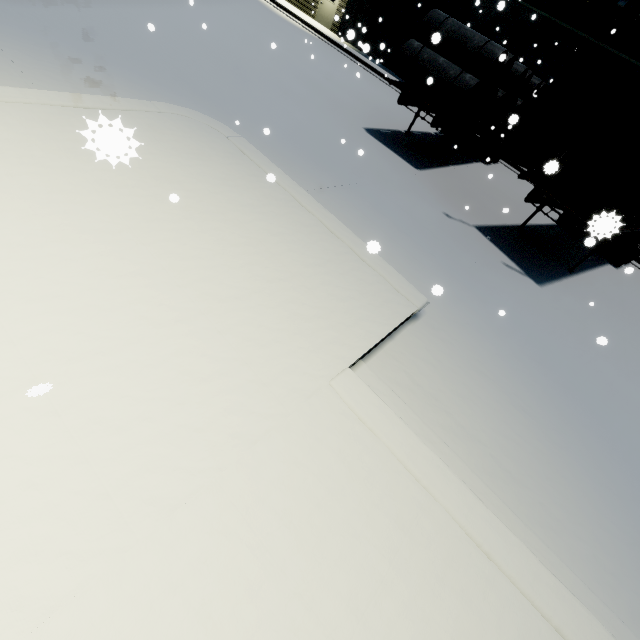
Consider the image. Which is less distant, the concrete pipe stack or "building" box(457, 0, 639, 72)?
the concrete pipe stack

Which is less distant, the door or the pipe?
the pipe

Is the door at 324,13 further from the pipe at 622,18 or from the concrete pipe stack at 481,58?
the concrete pipe stack at 481,58

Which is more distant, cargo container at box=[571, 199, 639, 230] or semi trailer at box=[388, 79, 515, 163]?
semi trailer at box=[388, 79, 515, 163]

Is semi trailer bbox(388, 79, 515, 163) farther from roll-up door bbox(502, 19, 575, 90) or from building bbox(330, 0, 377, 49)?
roll-up door bbox(502, 19, 575, 90)

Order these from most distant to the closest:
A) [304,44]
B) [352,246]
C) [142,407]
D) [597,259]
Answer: [304,44]
[597,259]
[352,246]
[142,407]

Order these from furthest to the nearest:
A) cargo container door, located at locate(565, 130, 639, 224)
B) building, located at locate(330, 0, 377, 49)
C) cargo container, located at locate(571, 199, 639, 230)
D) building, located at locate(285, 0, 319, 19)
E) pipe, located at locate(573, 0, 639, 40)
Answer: building, located at locate(285, 0, 319, 19)
building, located at locate(330, 0, 377, 49)
pipe, located at locate(573, 0, 639, 40)
cargo container door, located at locate(565, 130, 639, 224)
cargo container, located at locate(571, 199, 639, 230)

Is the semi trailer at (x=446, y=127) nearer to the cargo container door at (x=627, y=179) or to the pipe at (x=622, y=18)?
the cargo container door at (x=627, y=179)
